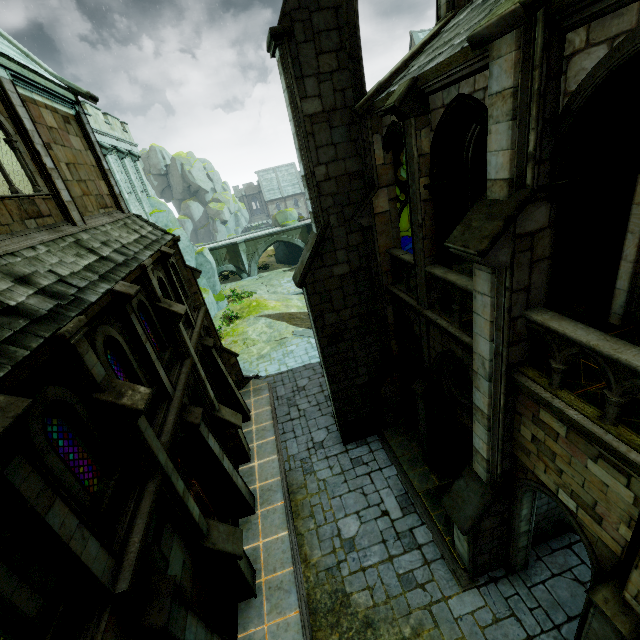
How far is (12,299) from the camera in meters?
5.4

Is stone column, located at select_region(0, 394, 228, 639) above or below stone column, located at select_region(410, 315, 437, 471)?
above

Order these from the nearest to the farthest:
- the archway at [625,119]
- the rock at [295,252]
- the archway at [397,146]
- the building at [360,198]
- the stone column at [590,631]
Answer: the archway at [625,119] < the building at [360,198] < the stone column at [590,631] < the archway at [397,146] < the rock at [295,252]

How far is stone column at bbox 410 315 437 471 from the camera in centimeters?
957cm

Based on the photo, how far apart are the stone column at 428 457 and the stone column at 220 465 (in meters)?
6.45

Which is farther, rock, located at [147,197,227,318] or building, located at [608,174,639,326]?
rock, located at [147,197,227,318]

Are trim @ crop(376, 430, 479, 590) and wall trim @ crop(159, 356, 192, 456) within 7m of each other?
no

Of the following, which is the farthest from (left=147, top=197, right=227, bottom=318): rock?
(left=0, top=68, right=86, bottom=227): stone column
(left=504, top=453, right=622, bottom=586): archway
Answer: (left=504, top=453, right=622, bottom=586): archway
